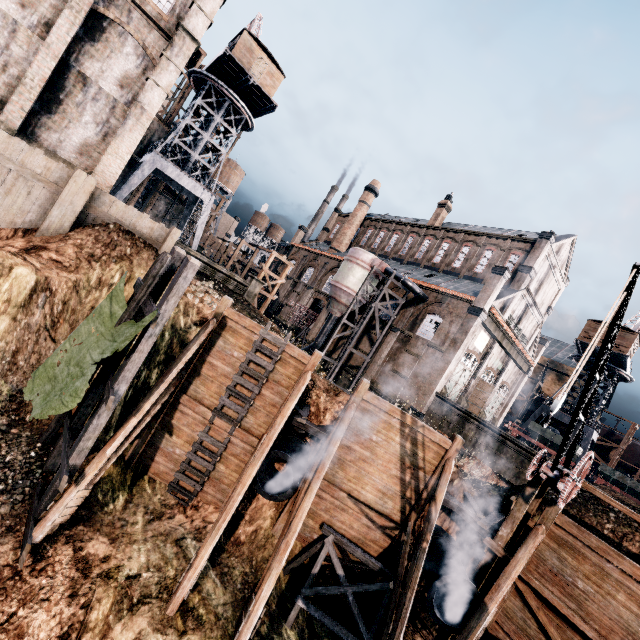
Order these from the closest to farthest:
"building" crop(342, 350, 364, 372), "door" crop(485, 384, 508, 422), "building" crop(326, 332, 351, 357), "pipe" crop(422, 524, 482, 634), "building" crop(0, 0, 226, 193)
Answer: "pipe" crop(422, 524, 482, 634) → "building" crop(0, 0, 226, 193) → "building" crop(342, 350, 364, 372) → "building" crop(326, 332, 351, 357) → "door" crop(485, 384, 508, 422)

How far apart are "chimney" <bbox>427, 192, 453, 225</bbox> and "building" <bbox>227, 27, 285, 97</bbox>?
25.6m

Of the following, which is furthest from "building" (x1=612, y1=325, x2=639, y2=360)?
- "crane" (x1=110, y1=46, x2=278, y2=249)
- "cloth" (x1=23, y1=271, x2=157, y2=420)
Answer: "cloth" (x1=23, y1=271, x2=157, y2=420)

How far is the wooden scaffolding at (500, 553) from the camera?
12.4 meters

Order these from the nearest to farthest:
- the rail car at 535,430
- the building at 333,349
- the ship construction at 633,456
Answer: the rail car at 535,430 < the building at 333,349 < the ship construction at 633,456

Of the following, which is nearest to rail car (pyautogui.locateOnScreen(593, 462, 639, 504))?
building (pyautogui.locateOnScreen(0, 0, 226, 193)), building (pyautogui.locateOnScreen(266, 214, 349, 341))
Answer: building (pyautogui.locateOnScreen(266, 214, 349, 341))

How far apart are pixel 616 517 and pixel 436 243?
35.01m

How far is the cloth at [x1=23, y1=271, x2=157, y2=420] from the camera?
9.8 meters
